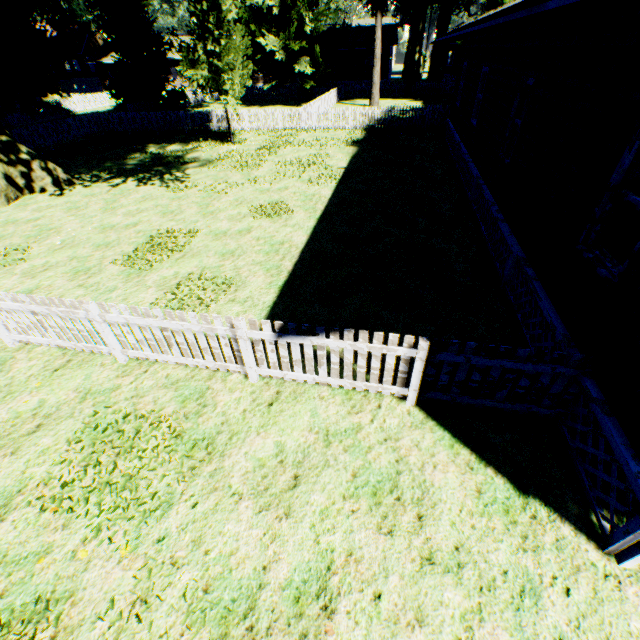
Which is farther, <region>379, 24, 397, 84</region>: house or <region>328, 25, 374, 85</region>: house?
<region>328, 25, 374, 85</region>: house

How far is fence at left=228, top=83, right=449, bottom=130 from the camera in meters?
20.7

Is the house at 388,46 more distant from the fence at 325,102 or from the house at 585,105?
the house at 585,105

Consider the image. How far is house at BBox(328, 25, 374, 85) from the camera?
41.2m

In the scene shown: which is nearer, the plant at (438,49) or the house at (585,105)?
the house at (585,105)

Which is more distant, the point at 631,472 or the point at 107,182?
the point at 107,182

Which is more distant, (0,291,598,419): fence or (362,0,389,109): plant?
(362,0,389,109): plant

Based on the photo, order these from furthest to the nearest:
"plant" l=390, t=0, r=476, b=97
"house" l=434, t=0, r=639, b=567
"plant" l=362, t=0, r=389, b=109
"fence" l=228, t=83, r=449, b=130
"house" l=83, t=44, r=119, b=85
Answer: "house" l=83, t=44, r=119, b=85 → "plant" l=390, t=0, r=476, b=97 → "plant" l=362, t=0, r=389, b=109 → "fence" l=228, t=83, r=449, b=130 → "house" l=434, t=0, r=639, b=567
